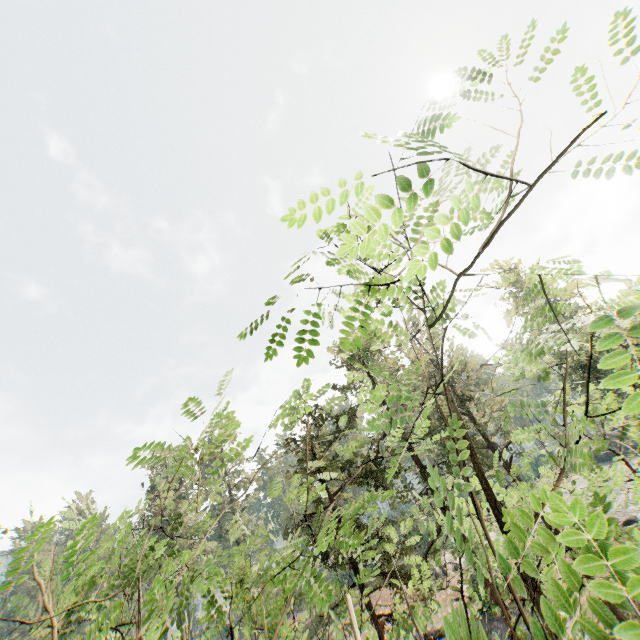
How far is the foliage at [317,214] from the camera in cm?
118

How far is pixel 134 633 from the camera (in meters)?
56.34

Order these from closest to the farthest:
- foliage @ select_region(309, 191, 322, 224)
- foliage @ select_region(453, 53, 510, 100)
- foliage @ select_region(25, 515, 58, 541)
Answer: foliage @ select_region(309, 191, 322, 224) → foliage @ select_region(453, 53, 510, 100) → foliage @ select_region(25, 515, 58, 541)

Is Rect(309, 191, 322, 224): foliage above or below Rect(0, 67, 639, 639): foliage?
above

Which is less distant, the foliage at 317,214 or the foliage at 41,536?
the foliage at 317,214

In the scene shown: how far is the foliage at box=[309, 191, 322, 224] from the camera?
1.2 meters
